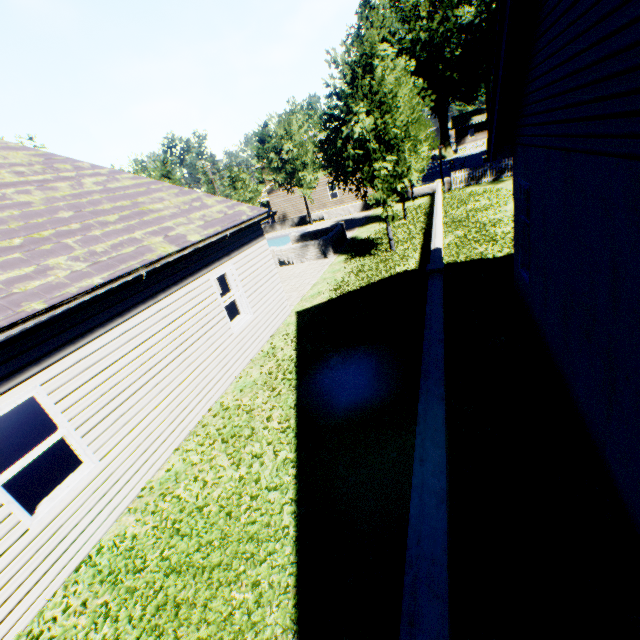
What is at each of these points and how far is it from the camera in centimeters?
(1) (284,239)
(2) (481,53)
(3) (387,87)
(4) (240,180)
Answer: (1) swimming pool, 2920cm
(2) plant, 4062cm
(3) tree, 1127cm
(4) tree, 2922cm

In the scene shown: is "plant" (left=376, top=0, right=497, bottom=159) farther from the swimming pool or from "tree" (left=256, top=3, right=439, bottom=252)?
the swimming pool

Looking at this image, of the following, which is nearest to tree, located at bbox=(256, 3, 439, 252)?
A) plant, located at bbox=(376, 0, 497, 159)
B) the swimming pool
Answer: the swimming pool

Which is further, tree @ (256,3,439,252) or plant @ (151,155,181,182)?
plant @ (151,155,181,182)

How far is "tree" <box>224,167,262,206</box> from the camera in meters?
28.5

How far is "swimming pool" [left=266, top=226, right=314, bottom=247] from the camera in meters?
28.1 m

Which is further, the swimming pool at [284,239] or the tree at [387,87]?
the swimming pool at [284,239]

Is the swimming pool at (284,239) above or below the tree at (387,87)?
below
